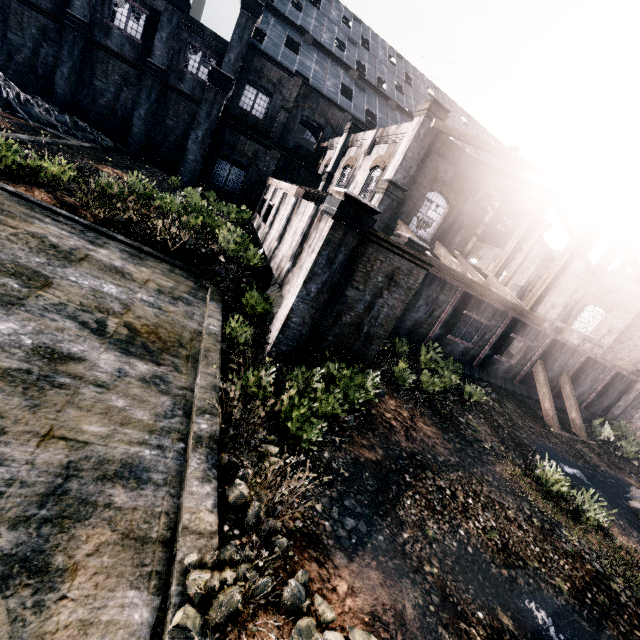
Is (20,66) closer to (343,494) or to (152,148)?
(152,148)
